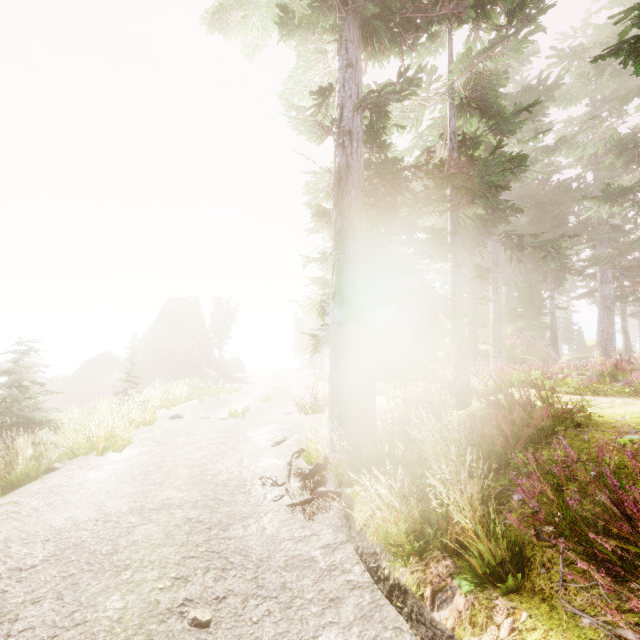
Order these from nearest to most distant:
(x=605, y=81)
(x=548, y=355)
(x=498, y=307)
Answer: (x=498, y=307), (x=548, y=355), (x=605, y=81)

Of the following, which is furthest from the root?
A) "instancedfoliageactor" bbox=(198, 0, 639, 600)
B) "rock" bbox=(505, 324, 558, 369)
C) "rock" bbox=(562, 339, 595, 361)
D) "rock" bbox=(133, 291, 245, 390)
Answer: "rock" bbox=(562, 339, 595, 361)

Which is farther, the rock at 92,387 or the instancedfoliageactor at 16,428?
the rock at 92,387

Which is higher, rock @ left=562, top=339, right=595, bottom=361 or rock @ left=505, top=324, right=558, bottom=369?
rock @ left=505, top=324, right=558, bottom=369

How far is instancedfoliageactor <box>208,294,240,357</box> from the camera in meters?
52.1 m

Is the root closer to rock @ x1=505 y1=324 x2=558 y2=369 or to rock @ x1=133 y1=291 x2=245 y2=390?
rock @ x1=505 y1=324 x2=558 y2=369

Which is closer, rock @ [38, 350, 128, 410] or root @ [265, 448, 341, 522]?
root @ [265, 448, 341, 522]

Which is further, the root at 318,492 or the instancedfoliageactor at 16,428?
the instancedfoliageactor at 16,428
